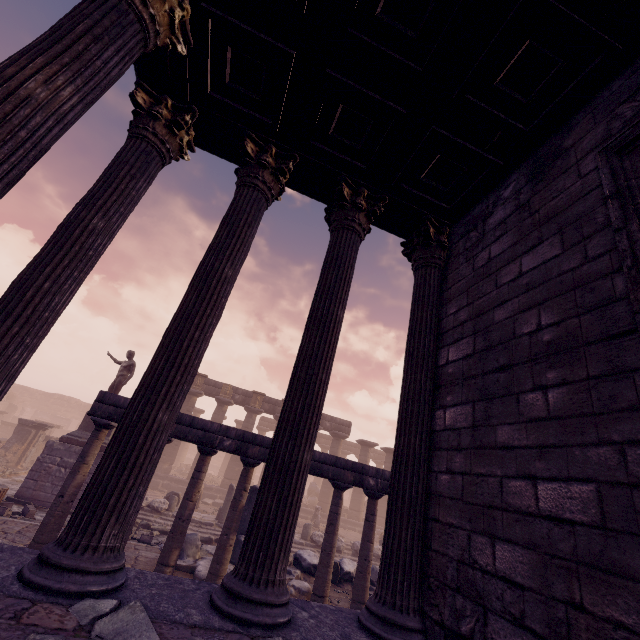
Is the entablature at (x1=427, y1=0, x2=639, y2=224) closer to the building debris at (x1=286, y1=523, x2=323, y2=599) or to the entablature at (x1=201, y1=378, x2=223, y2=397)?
the building debris at (x1=286, y1=523, x2=323, y2=599)

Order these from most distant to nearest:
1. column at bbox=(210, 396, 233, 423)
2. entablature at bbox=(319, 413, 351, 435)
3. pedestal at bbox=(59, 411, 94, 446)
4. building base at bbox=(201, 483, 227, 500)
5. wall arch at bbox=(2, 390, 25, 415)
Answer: wall arch at bbox=(2, 390, 25, 415), entablature at bbox=(319, 413, 351, 435), column at bbox=(210, 396, 233, 423), building base at bbox=(201, 483, 227, 500), pedestal at bbox=(59, 411, 94, 446)

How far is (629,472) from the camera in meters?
1.9 m

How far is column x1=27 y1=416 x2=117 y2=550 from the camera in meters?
5.9 m

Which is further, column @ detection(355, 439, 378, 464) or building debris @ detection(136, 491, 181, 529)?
column @ detection(355, 439, 378, 464)

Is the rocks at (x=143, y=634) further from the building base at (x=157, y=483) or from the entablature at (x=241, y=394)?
the entablature at (x=241, y=394)

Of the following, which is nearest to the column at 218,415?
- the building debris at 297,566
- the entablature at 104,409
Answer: the building debris at 297,566

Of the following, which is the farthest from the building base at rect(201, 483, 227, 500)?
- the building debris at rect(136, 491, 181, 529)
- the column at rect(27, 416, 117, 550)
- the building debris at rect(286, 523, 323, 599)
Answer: the column at rect(27, 416, 117, 550)
